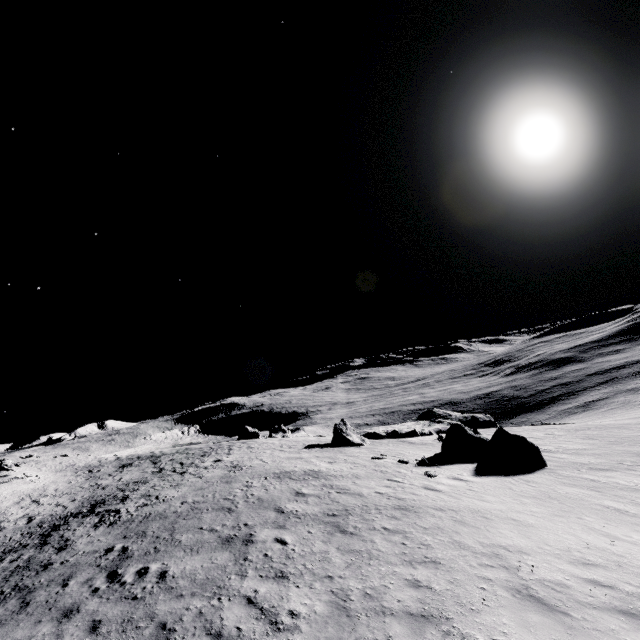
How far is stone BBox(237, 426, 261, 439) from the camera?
47.0m

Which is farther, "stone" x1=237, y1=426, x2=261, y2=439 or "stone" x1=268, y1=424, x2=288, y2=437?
"stone" x1=268, y1=424, x2=288, y2=437

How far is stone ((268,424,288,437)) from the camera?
51.7m

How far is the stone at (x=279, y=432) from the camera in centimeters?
5166cm

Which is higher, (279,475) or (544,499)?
(279,475)

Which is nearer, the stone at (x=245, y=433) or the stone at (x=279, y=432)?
the stone at (x=245, y=433)

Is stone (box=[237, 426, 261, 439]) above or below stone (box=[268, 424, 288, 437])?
above
